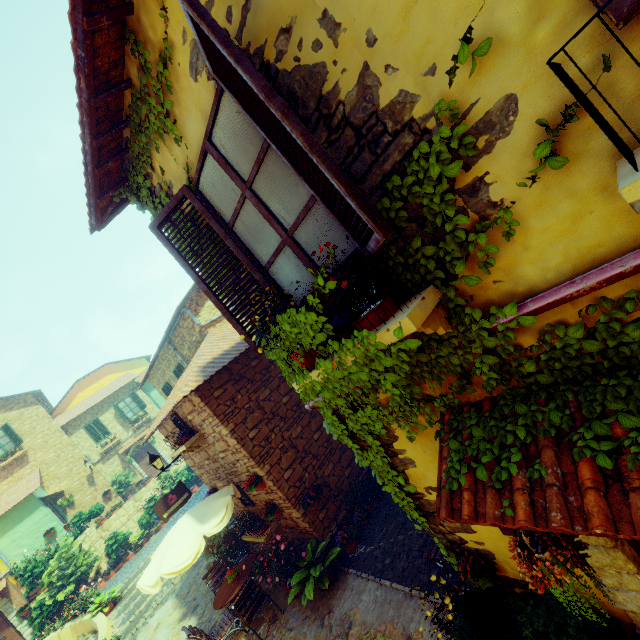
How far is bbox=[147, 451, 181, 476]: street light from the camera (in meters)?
9.48

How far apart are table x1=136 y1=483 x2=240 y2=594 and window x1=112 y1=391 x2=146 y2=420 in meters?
19.7

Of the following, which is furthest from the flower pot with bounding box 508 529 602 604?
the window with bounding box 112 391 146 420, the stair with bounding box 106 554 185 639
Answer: the window with bounding box 112 391 146 420

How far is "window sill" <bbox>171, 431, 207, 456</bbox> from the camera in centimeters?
792cm

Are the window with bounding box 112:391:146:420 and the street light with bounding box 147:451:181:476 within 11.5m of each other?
no

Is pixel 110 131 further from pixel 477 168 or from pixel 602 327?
pixel 602 327

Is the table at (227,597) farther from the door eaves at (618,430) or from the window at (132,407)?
the window at (132,407)

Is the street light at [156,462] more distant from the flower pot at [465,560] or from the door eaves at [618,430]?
the door eaves at [618,430]
